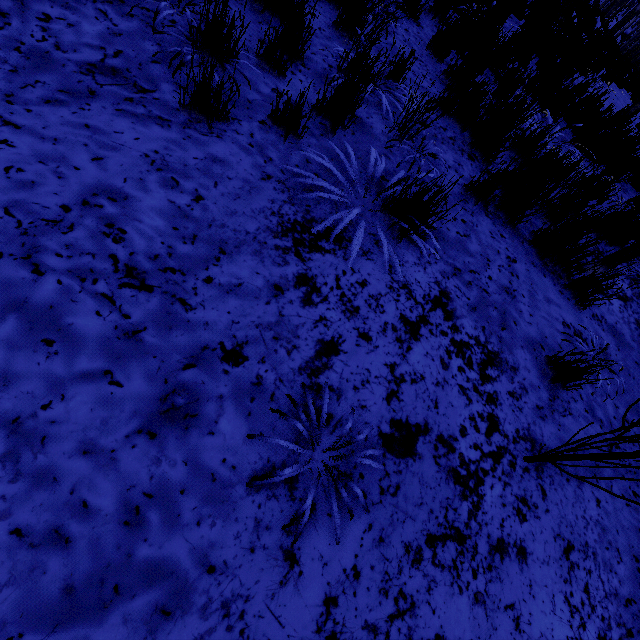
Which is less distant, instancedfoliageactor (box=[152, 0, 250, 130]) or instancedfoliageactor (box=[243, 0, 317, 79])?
instancedfoliageactor (box=[152, 0, 250, 130])

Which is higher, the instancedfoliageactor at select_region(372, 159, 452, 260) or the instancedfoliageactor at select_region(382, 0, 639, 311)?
the instancedfoliageactor at select_region(382, 0, 639, 311)

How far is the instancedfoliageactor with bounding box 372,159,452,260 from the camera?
2.07m

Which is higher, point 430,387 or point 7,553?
point 430,387

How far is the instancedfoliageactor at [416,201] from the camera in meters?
2.1
